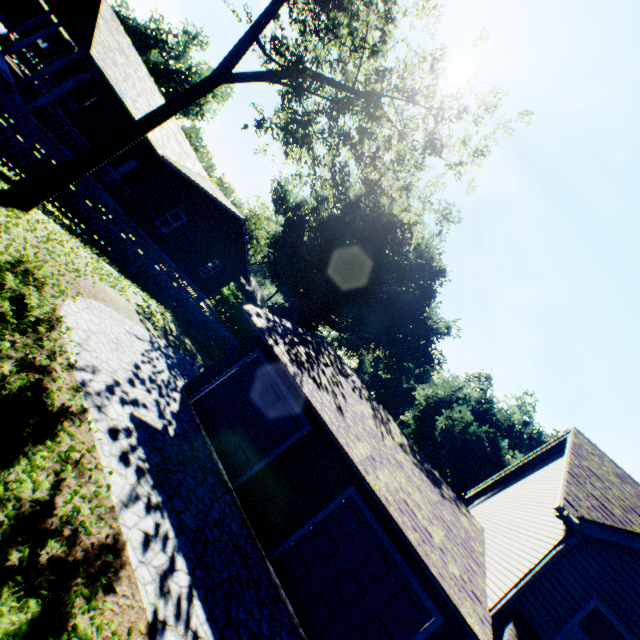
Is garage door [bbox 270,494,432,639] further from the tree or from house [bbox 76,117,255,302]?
house [bbox 76,117,255,302]

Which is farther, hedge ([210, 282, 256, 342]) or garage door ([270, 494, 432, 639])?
hedge ([210, 282, 256, 342])

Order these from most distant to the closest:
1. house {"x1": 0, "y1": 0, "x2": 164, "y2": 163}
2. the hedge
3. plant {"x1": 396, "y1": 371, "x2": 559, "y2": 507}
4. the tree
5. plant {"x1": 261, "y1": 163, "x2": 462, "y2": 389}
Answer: plant {"x1": 396, "y1": 371, "x2": 559, "y2": 507} → the hedge → plant {"x1": 261, "y1": 163, "x2": 462, "y2": 389} → house {"x1": 0, "y1": 0, "x2": 164, "y2": 163} → the tree

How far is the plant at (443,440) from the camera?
35.69m

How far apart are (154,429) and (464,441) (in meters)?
36.34

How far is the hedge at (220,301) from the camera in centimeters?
3494cm

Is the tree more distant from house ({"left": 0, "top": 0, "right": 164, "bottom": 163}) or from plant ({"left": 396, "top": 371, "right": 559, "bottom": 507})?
plant ({"left": 396, "top": 371, "right": 559, "bottom": 507})

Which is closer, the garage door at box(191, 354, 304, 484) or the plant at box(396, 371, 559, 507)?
the garage door at box(191, 354, 304, 484)
